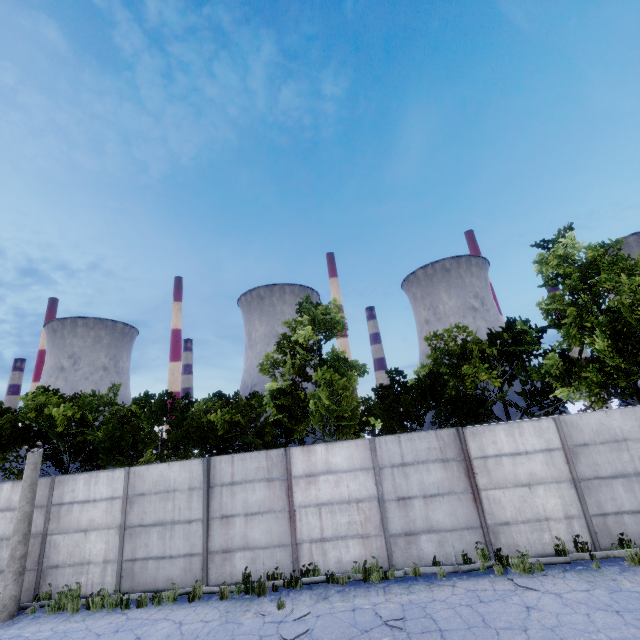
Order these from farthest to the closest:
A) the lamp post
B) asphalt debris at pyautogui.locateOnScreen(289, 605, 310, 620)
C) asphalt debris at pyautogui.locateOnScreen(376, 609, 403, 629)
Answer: the lamp post, asphalt debris at pyautogui.locateOnScreen(289, 605, 310, 620), asphalt debris at pyautogui.locateOnScreen(376, 609, 403, 629)

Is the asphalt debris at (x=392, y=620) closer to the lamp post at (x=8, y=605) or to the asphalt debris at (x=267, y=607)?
the asphalt debris at (x=267, y=607)

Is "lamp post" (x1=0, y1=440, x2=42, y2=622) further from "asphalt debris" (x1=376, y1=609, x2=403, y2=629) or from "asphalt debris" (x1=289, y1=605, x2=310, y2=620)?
"asphalt debris" (x1=376, y1=609, x2=403, y2=629)

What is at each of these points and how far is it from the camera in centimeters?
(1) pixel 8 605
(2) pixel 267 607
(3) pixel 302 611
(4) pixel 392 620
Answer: (1) lamp post, 947cm
(2) asphalt debris, 820cm
(3) asphalt debris, 778cm
(4) asphalt debris, 703cm

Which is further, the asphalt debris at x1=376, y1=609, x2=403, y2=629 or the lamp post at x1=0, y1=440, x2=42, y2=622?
the lamp post at x1=0, y1=440, x2=42, y2=622

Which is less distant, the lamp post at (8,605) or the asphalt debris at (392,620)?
the asphalt debris at (392,620)

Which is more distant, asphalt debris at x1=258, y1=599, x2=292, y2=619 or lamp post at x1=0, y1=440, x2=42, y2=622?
lamp post at x1=0, y1=440, x2=42, y2=622

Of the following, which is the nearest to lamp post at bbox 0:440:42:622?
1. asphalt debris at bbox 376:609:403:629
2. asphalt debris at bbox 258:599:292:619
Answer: asphalt debris at bbox 258:599:292:619
